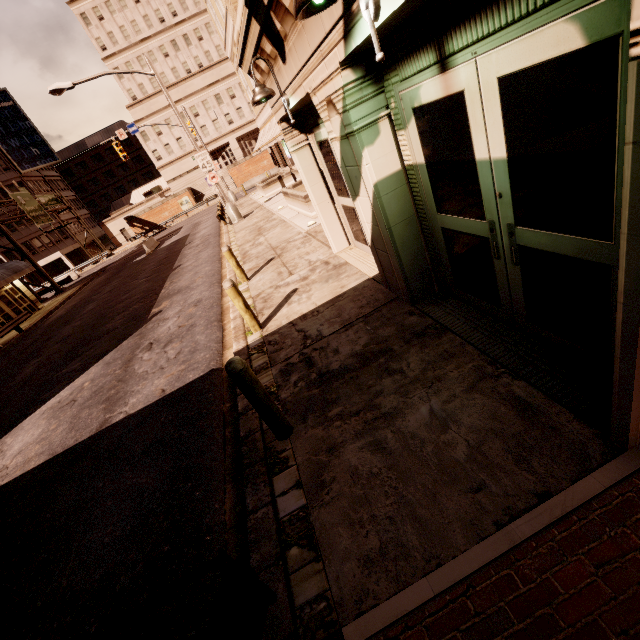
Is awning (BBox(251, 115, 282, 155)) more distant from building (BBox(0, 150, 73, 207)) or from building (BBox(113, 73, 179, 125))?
building (BBox(0, 150, 73, 207))

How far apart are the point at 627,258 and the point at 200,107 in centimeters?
6755cm

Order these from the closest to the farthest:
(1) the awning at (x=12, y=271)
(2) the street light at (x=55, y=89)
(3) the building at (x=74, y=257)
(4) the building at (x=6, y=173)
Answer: (2) the street light at (x=55, y=89), (1) the awning at (x=12, y=271), (4) the building at (x=6, y=173), (3) the building at (x=74, y=257)

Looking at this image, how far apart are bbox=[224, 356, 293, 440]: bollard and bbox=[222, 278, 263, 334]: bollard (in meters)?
2.75

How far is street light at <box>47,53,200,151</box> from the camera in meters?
16.2

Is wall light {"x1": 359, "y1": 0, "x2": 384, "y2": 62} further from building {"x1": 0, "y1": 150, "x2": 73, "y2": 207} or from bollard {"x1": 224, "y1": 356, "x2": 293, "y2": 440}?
building {"x1": 0, "y1": 150, "x2": 73, "y2": 207}

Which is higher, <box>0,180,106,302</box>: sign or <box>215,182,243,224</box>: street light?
<box>0,180,106,302</box>: sign

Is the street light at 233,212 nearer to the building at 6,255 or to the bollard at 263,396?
the bollard at 263,396
